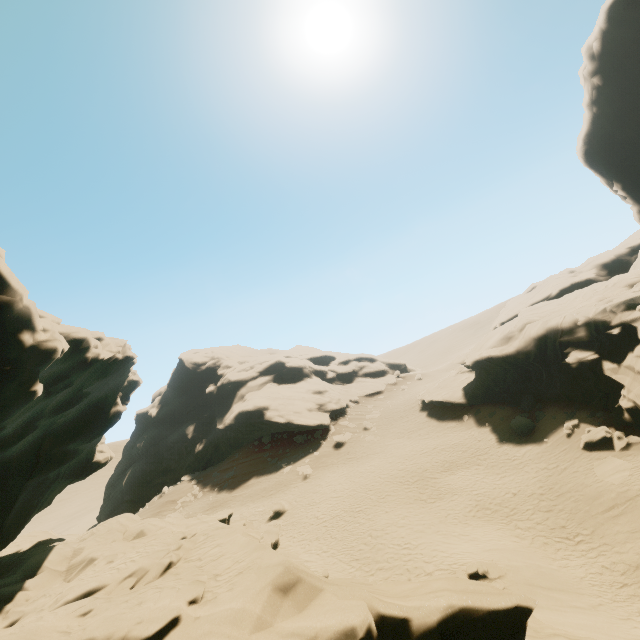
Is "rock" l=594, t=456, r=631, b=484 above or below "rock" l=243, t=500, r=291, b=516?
below

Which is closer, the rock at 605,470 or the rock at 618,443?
the rock at 605,470

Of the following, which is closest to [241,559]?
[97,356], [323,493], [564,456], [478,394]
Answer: [97,356]

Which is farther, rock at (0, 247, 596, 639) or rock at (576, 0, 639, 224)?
rock at (576, 0, 639, 224)

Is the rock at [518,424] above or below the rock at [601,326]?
below
